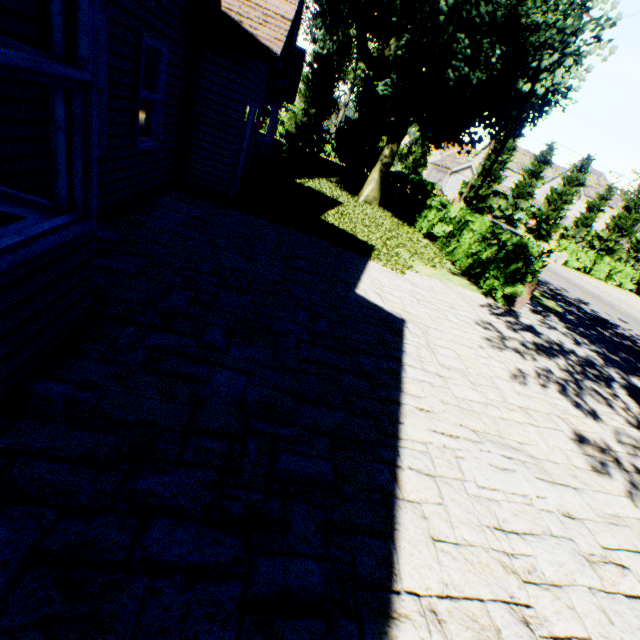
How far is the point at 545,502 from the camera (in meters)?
3.24
